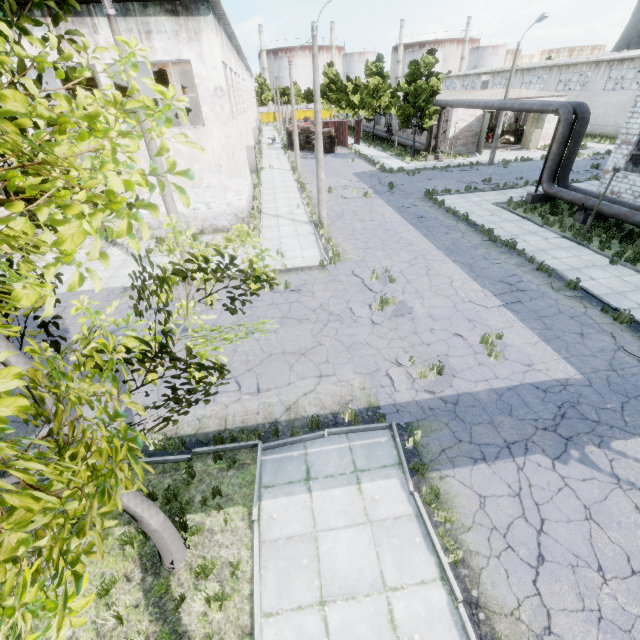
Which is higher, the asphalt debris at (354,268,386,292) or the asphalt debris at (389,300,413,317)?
the asphalt debris at (389,300,413,317)

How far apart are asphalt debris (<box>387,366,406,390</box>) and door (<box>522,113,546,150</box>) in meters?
36.9 m

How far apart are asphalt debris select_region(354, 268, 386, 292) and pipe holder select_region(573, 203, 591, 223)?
12.18m

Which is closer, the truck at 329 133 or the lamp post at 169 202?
the lamp post at 169 202

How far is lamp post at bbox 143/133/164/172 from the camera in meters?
10.6

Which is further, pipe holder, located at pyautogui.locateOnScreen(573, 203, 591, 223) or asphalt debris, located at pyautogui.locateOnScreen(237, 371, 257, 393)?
pipe holder, located at pyautogui.locateOnScreen(573, 203, 591, 223)

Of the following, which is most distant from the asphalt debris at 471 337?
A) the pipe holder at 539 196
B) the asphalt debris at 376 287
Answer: the pipe holder at 539 196

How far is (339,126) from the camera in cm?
4450
